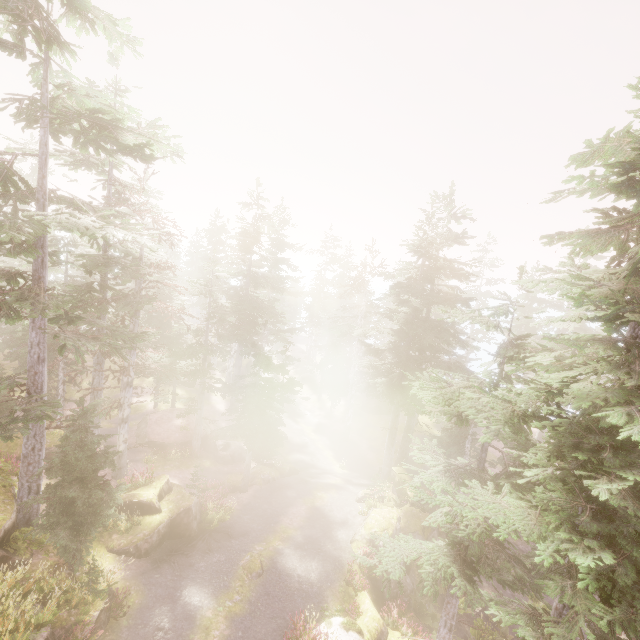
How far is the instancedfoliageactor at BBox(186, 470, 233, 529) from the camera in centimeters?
1773cm

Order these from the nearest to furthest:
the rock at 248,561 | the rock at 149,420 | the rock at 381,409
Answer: the rock at 248,561, the rock at 149,420, the rock at 381,409

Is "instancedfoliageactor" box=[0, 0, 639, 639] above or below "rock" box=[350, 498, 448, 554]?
above

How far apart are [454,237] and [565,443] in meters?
23.5

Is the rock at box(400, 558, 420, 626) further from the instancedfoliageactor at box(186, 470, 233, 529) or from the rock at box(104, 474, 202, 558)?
the rock at box(104, 474, 202, 558)

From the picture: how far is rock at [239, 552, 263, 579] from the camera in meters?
15.1

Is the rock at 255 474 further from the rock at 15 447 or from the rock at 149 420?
the rock at 149 420

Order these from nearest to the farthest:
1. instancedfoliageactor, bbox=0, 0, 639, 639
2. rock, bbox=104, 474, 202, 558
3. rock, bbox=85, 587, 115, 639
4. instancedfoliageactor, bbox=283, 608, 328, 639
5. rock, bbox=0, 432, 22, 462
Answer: instancedfoliageactor, bbox=0, 0, 639, 639 → rock, bbox=85, 587, 115, 639 → instancedfoliageactor, bbox=283, 608, 328, 639 → rock, bbox=104, 474, 202, 558 → rock, bbox=0, 432, 22, 462
